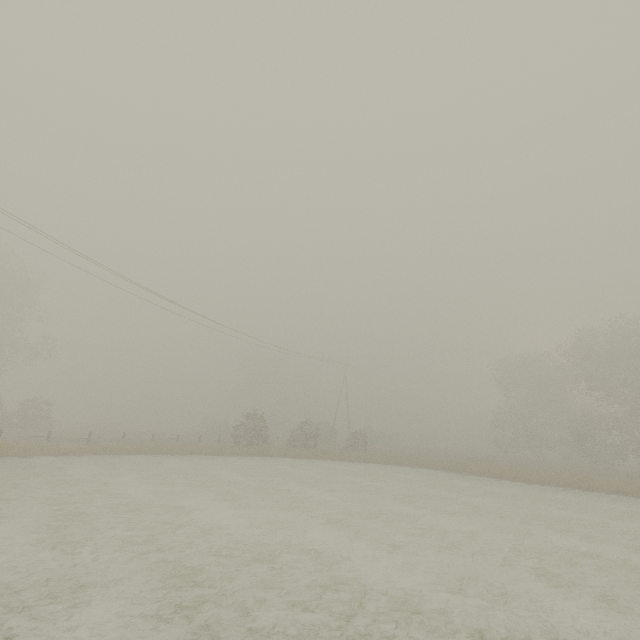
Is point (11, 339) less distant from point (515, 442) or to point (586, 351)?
point (586, 351)
